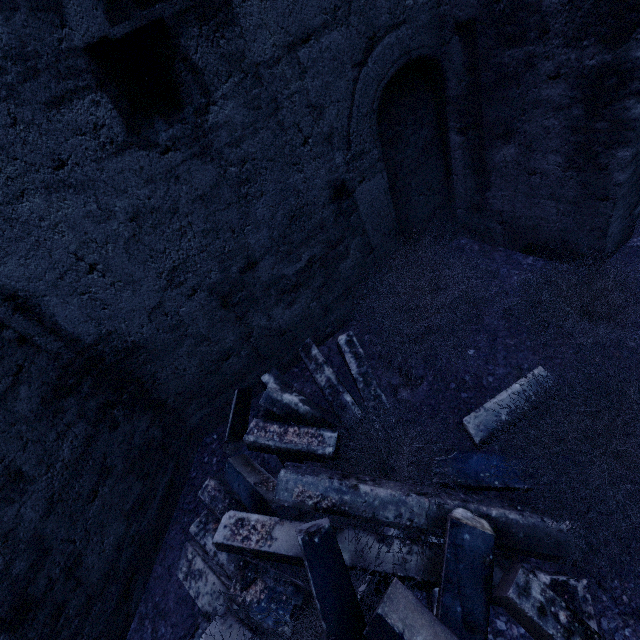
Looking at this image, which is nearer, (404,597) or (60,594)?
(404,597)
